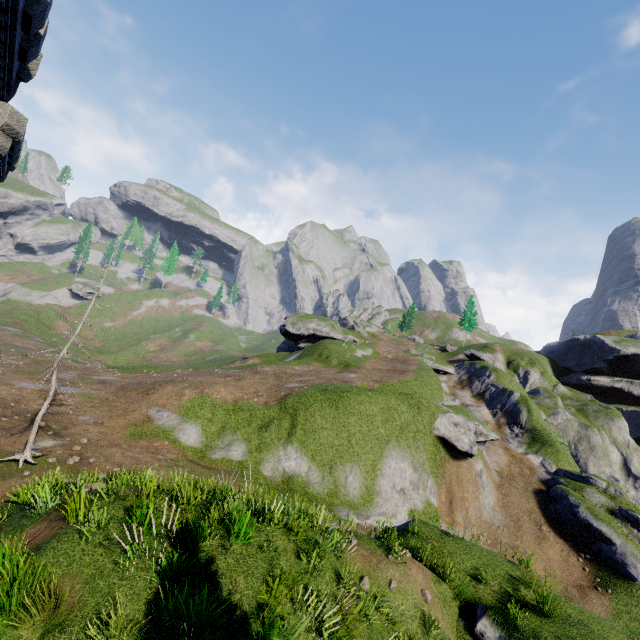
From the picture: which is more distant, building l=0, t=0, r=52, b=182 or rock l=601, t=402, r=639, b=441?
rock l=601, t=402, r=639, b=441

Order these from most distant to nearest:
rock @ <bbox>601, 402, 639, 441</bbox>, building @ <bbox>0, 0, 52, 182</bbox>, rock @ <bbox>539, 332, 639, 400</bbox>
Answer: rock @ <bbox>539, 332, 639, 400</bbox>
rock @ <bbox>601, 402, 639, 441</bbox>
building @ <bbox>0, 0, 52, 182</bbox>

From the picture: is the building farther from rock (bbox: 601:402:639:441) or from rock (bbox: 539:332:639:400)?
rock (bbox: 601:402:639:441)

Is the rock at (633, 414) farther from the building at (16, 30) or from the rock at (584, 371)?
the building at (16, 30)

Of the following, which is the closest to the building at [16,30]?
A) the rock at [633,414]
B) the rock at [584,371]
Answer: the rock at [584,371]

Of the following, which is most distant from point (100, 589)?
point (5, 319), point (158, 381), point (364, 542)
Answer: point (5, 319)

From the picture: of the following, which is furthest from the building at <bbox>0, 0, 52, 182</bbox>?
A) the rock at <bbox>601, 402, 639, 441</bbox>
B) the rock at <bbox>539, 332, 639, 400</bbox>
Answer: the rock at <bbox>601, 402, 639, 441</bbox>
